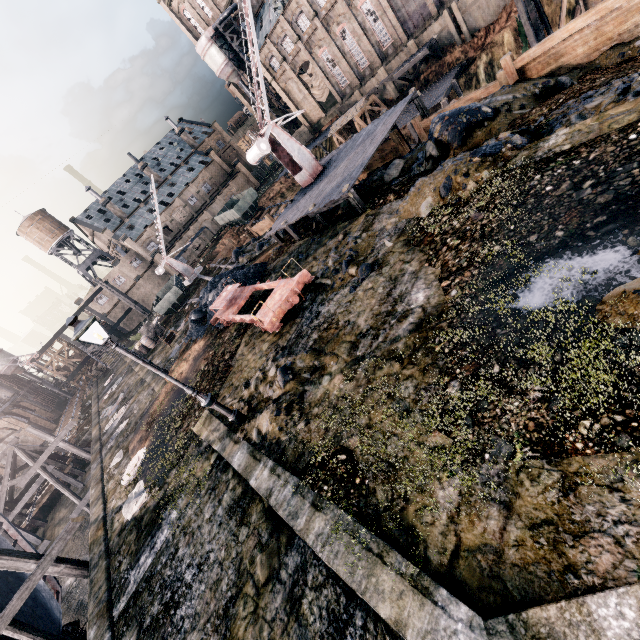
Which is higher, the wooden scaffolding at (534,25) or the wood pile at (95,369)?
the wood pile at (95,369)

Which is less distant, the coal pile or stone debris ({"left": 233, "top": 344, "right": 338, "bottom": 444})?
stone debris ({"left": 233, "top": 344, "right": 338, "bottom": 444})

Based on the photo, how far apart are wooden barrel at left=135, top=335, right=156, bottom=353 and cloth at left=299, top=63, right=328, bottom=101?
47.9m

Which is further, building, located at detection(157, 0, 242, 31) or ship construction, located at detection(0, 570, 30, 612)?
building, located at detection(157, 0, 242, 31)

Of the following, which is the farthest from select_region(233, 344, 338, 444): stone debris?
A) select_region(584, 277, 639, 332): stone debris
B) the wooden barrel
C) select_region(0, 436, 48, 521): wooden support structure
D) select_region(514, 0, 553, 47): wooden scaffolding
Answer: select_region(514, 0, 553, 47): wooden scaffolding

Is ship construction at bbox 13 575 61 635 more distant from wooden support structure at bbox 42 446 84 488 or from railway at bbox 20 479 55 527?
railway at bbox 20 479 55 527

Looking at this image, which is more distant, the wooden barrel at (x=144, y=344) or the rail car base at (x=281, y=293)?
the wooden barrel at (x=144, y=344)

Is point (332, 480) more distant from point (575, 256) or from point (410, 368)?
point (575, 256)
